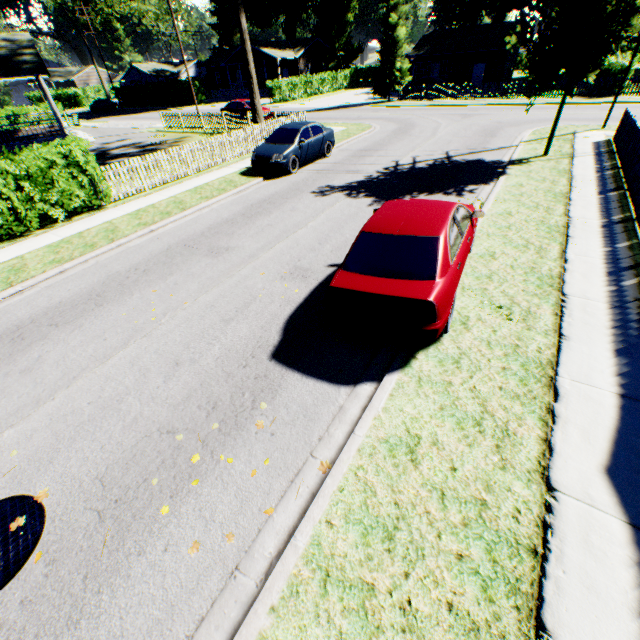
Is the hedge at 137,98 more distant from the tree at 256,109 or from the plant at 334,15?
the tree at 256,109

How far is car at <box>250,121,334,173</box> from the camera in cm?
1355

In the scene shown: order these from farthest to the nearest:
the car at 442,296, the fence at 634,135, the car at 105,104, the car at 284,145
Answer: the car at 105,104
the car at 284,145
the fence at 634,135
the car at 442,296

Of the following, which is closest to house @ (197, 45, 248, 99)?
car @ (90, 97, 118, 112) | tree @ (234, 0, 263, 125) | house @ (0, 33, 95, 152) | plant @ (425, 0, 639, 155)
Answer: plant @ (425, 0, 639, 155)

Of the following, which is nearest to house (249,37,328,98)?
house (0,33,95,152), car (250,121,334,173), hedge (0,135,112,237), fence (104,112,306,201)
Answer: fence (104,112,306,201)

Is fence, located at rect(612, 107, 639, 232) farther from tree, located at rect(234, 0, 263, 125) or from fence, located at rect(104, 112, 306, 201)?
tree, located at rect(234, 0, 263, 125)

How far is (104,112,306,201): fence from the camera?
12.9 meters

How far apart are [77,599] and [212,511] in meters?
1.3
